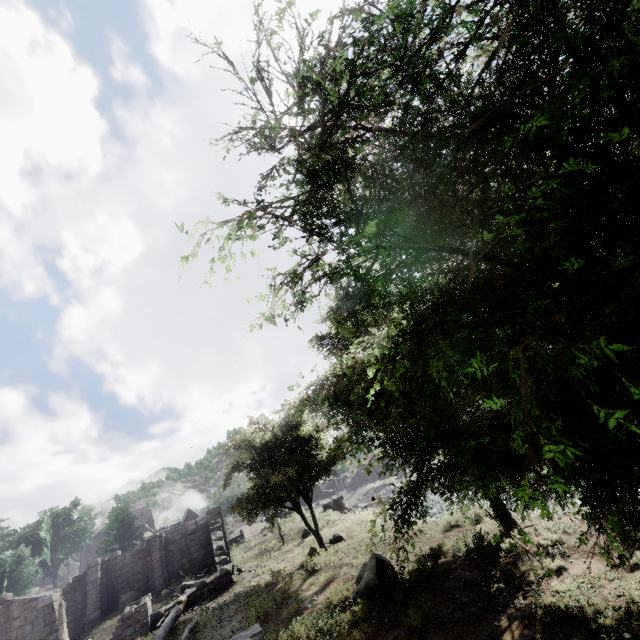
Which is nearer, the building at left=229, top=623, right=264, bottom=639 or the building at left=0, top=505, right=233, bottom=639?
the building at left=229, top=623, right=264, bottom=639

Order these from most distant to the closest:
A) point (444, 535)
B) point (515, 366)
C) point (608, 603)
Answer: point (444, 535), point (608, 603), point (515, 366)

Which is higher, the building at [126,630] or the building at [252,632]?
the building at [126,630]

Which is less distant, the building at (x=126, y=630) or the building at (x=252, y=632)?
the building at (x=252, y=632)

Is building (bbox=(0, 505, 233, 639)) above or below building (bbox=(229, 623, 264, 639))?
above
